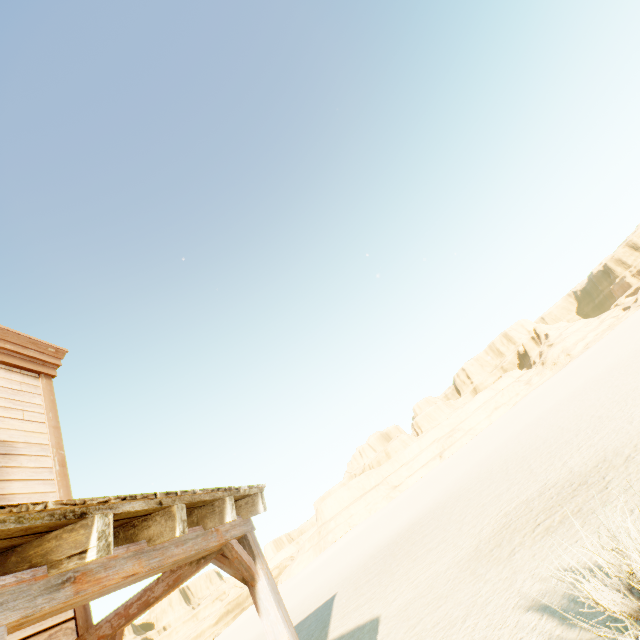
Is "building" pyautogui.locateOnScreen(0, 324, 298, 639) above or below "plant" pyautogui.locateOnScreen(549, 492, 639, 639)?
above

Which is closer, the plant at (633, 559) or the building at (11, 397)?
the building at (11, 397)

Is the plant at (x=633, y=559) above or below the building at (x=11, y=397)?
below

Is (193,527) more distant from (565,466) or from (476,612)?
(565,466)

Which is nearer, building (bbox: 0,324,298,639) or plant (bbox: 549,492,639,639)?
building (bbox: 0,324,298,639)
